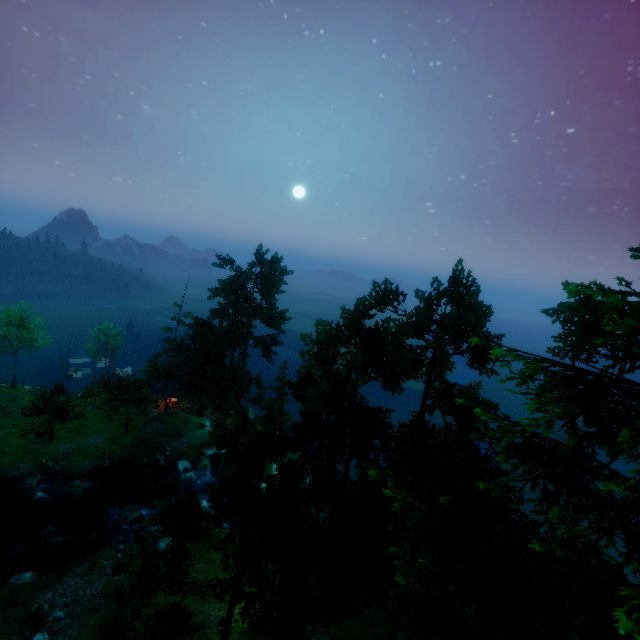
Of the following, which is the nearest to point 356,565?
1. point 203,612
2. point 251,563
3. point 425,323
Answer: point 251,563

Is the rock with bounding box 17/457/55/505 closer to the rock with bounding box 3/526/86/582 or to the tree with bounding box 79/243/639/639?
the rock with bounding box 3/526/86/582

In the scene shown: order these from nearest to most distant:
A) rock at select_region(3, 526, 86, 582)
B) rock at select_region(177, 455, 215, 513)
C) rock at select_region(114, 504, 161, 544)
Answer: rock at select_region(3, 526, 86, 582) → rock at select_region(114, 504, 161, 544) → rock at select_region(177, 455, 215, 513)

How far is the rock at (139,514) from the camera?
29.42m

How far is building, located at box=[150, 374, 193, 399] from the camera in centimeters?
4688cm

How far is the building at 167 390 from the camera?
46.9 meters

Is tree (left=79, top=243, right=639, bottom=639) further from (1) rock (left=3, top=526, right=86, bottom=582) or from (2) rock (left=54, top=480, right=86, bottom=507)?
(1) rock (left=3, top=526, right=86, bottom=582)

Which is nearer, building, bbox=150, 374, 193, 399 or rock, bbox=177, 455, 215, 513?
rock, bbox=177, 455, 215, 513
